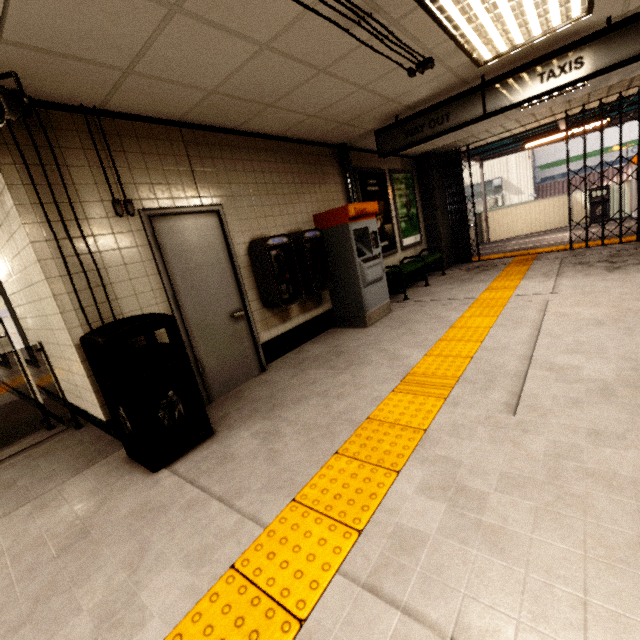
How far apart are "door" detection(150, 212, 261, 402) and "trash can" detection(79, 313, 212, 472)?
0.4 meters

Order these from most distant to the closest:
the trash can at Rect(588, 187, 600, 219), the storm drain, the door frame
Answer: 1. the trash can at Rect(588, 187, 600, 219)
2. the door frame
3. the storm drain

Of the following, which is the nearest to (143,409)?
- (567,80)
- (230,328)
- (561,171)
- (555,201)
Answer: (230,328)

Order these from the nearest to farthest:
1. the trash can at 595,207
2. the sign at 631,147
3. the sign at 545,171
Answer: the trash can at 595,207
the sign at 631,147
the sign at 545,171

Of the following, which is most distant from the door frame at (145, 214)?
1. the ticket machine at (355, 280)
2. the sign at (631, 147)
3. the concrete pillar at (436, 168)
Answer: the sign at (631, 147)

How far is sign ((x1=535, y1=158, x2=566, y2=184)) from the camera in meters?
17.8

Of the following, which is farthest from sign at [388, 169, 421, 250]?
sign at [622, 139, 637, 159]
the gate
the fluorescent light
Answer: sign at [622, 139, 637, 159]

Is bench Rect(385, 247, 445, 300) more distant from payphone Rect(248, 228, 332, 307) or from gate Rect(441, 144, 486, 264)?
payphone Rect(248, 228, 332, 307)
